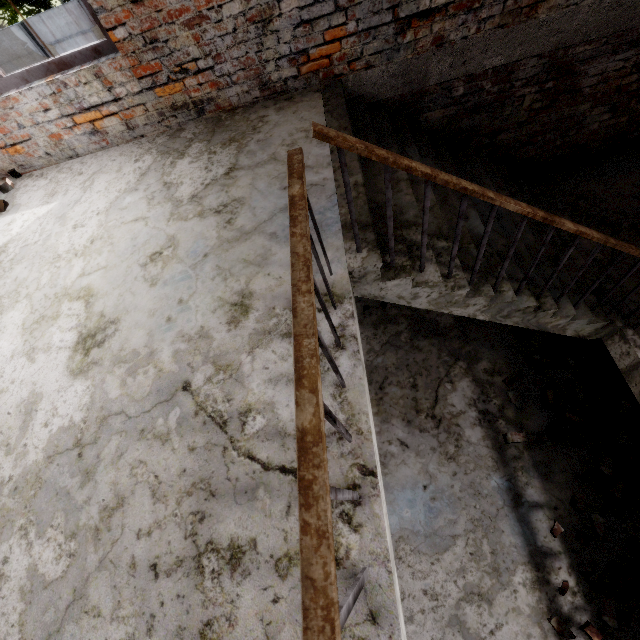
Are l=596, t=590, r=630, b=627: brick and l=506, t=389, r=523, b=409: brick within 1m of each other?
no

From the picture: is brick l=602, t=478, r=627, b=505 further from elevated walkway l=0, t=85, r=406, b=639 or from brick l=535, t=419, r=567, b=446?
elevated walkway l=0, t=85, r=406, b=639

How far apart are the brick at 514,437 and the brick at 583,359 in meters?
1.3 m

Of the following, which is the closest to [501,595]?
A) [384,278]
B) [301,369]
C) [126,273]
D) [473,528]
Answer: [473,528]

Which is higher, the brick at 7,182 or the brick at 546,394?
the brick at 7,182

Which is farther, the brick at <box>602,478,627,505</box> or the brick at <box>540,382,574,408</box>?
the brick at <box>540,382,574,408</box>

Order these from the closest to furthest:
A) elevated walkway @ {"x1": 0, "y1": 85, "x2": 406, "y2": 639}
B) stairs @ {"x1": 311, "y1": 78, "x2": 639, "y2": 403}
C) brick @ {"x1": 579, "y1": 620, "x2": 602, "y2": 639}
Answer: elevated walkway @ {"x1": 0, "y1": 85, "x2": 406, "y2": 639} < stairs @ {"x1": 311, "y1": 78, "x2": 639, "y2": 403} < brick @ {"x1": 579, "y1": 620, "x2": 602, "y2": 639}

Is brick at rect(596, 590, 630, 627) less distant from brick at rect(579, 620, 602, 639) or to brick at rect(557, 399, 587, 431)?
brick at rect(579, 620, 602, 639)
